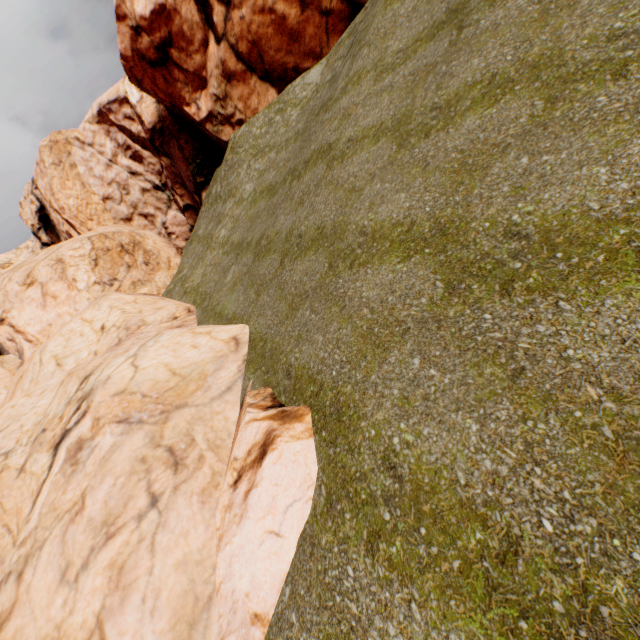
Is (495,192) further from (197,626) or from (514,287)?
(197,626)
